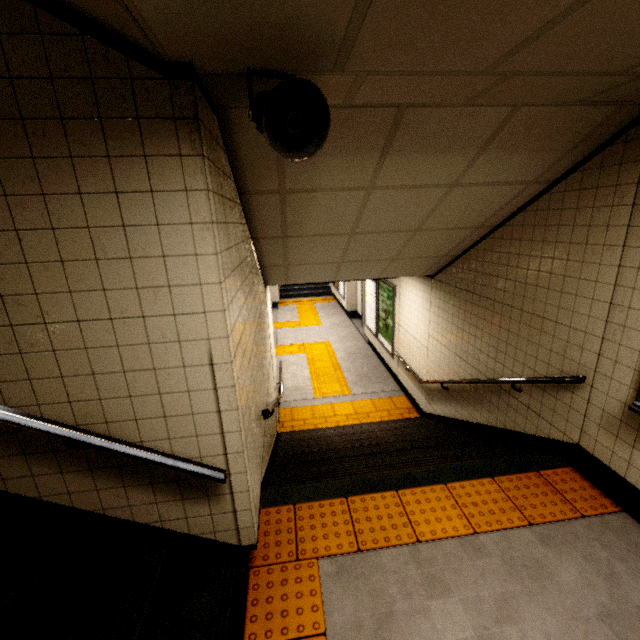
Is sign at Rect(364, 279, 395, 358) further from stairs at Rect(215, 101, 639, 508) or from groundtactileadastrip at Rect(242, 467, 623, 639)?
groundtactileadastrip at Rect(242, 467, 623, 639)

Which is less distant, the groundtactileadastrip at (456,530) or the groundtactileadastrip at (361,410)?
the groundtactileadastrip at (456,530)

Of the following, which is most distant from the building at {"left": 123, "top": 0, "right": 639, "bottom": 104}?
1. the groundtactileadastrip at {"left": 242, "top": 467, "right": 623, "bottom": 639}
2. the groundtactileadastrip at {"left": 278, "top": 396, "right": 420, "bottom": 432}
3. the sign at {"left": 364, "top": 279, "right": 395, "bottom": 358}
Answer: the sign at {"left": 364, "top": 279, "right": 395, "bottom": 358}

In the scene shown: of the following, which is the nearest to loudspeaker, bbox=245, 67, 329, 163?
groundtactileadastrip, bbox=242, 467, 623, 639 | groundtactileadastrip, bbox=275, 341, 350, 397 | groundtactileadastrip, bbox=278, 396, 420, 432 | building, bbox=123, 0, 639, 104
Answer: building, bbox=123, 0, 639, 104

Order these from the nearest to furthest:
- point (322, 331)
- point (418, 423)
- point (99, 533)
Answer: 1. point (99, 533)
2. point (418, 423)
3. point (322, 331)

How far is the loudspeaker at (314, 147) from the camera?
1.25m

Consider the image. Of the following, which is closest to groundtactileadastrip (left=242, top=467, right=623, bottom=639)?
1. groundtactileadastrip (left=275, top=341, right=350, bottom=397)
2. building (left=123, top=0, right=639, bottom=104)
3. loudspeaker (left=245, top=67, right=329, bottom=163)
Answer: building (left=123, top=0, right=639, bottom=104)

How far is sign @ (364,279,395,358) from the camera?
7.55m
